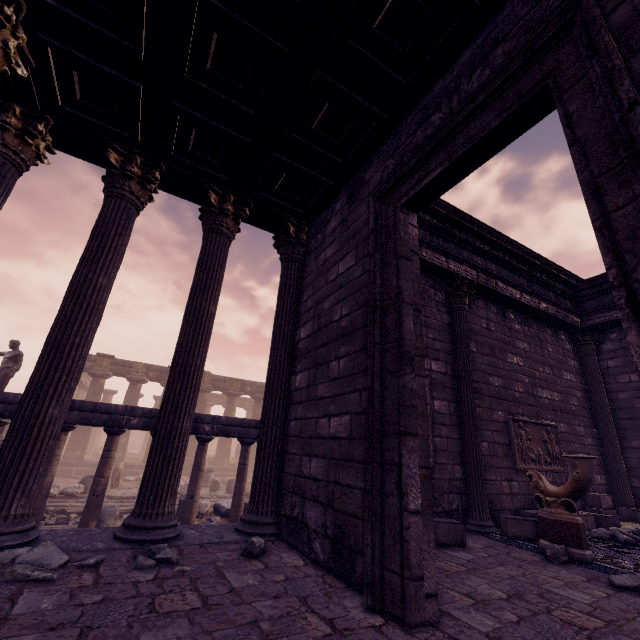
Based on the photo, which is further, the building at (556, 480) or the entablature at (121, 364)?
the entablature at (121, 364)

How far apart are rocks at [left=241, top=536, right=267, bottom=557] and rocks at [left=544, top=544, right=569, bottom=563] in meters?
3.6

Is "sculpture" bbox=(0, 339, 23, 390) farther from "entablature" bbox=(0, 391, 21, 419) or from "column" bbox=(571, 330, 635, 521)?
"column" bbox=(571, 330, 635, 521)

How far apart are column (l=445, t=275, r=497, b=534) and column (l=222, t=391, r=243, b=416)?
21.0m

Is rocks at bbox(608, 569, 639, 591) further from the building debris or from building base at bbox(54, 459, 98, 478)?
building base at bbox(54, 459, 98, 478)

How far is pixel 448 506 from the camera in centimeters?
553cm

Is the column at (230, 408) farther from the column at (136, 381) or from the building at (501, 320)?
the building at (501, 320)

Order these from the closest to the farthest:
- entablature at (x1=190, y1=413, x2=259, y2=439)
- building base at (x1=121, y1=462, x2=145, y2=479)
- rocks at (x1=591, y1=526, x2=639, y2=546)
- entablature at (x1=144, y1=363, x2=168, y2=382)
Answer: rocks at (x1=591, y1=526, x2=639, y2=546) → entablature at (x1=190, y1=413, x2=259, y2=439) → building base at (x1=121, y1=462, x2=145, y2=479) → entablature at (x1=144, y1=363, x2=168, y2=382)
